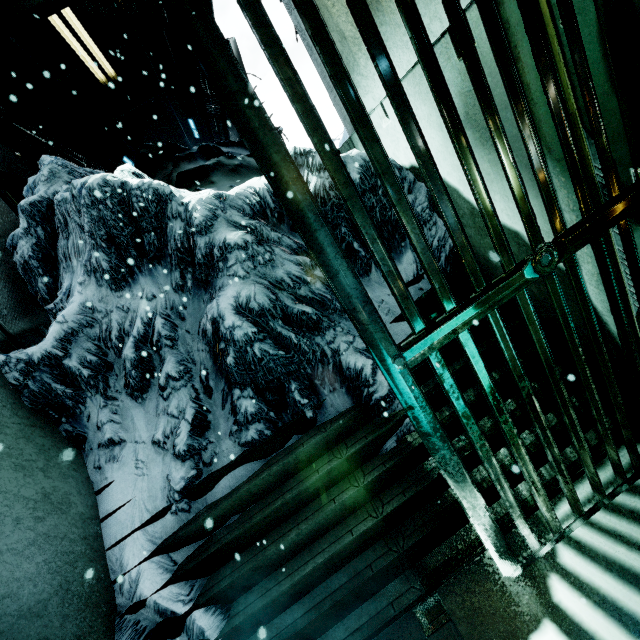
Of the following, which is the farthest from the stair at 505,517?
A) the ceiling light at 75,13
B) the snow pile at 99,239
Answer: the ceiling light at 75,13

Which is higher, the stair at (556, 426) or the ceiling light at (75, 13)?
the ceiling light at (75, 13)

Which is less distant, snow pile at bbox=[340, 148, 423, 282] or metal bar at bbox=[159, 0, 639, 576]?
metal bar at bbox=[159, 0, 639, 576]

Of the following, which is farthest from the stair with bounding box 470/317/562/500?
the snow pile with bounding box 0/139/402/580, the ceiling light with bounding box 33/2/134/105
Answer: the ceiling light with bounding box 33/2/134/105

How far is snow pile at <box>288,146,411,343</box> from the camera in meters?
2.5

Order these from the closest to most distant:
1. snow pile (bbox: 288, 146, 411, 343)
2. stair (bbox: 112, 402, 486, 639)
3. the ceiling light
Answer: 1. stair (bbox: 112, 402, 486, 639)
2. snow pile (bbox: 288, 146, 411, 343)
3. the ceiling light

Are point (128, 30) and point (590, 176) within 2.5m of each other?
no
